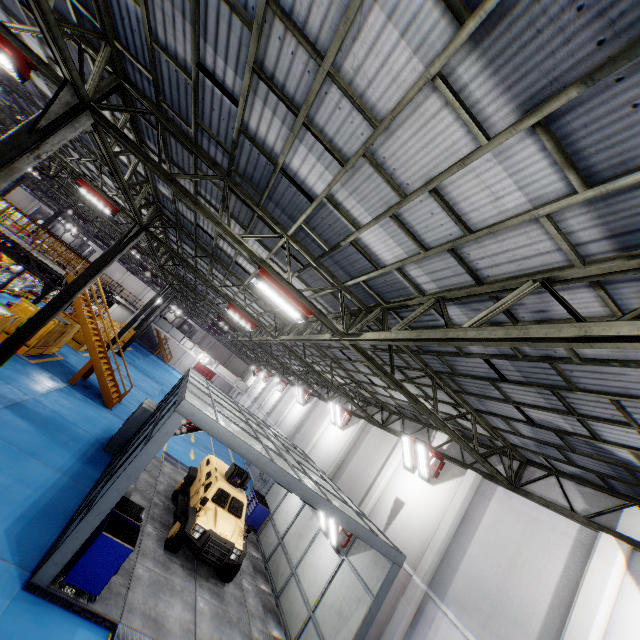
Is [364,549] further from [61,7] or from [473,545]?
[61,7]

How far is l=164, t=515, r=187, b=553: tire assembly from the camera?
9.8m

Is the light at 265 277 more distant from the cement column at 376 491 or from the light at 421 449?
the cement column at 376 491

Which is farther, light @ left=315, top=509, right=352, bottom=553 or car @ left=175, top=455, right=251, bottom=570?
light @ left=315, top=509, right=352, bottom=553

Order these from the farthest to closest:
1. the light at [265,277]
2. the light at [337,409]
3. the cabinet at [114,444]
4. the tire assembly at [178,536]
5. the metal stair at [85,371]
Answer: the light at [337,409] → the metal stair at [85,371] → the cabinet at [114,444] → the tire assembly at [178,536] → the light at [265,277]

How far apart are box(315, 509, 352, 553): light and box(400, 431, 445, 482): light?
3.3 meters

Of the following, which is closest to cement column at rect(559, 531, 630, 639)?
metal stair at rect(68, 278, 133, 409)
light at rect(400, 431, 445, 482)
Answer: light at rect(400, 431, 445, 482)

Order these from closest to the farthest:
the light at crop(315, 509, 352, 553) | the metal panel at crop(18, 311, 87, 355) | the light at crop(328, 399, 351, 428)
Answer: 1. the light at crop(315, 509, 352, 553)
2. the metal panel at crop(18, 311, 87, 355)
3. the light at crop(328, 399, 351, 428)
